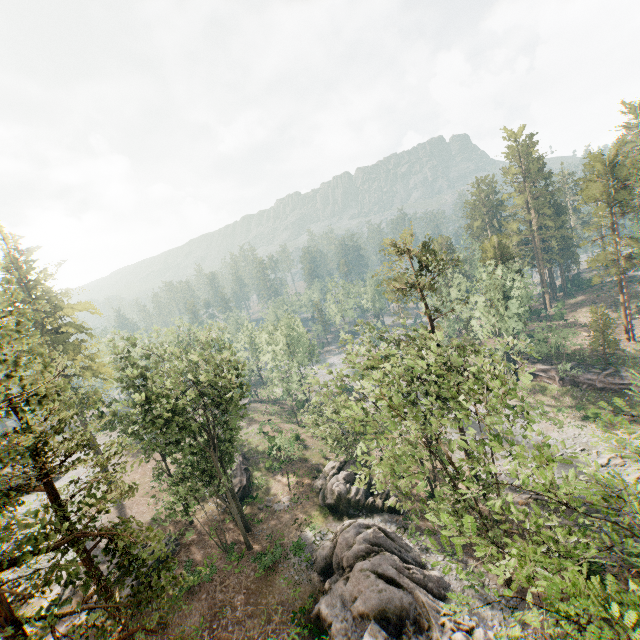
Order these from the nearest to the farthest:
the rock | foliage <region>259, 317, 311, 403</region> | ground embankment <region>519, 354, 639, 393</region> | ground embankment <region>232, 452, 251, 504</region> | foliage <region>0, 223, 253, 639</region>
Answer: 1. foliage <region>0, 223, 253, 639</region>
2. the rock
3. ground embankment <region>232, 452, 251, 504</region>
4. ground embankment <region>519, 354, 639, 393</region>
5. foliage <region>259, 317, 311, 403</region>

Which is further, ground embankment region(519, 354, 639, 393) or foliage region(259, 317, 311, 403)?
foliage region(259, 317, 311, 403)

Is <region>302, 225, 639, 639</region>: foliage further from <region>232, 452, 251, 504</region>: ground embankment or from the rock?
the rock

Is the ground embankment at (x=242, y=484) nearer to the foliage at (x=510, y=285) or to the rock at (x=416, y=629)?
the foliage at (x=510, y=285)

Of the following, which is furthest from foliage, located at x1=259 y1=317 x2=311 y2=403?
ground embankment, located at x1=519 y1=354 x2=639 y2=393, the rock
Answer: the rock

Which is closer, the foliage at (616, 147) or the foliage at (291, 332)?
the foliage at (616, 147)

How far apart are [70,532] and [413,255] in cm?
3063

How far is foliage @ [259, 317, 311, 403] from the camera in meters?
52.6
